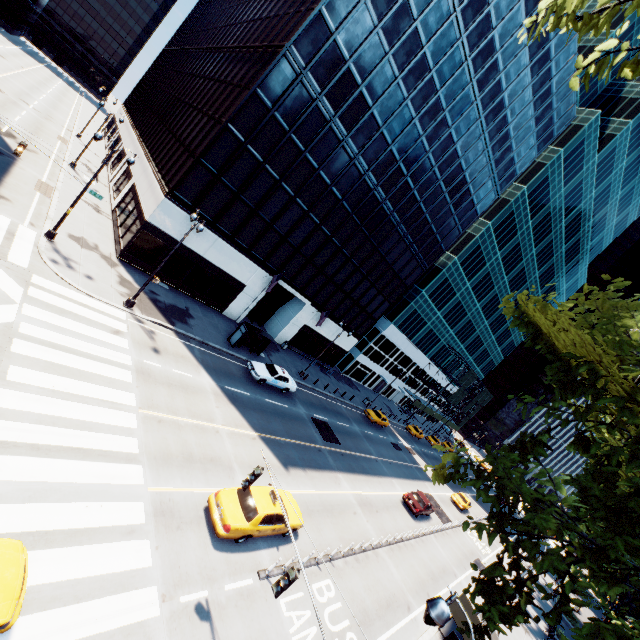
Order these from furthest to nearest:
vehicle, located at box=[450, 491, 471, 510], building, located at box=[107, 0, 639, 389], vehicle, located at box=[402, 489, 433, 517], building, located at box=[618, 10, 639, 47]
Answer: building, located at box=[618, 10, 639, 47]
vehicle, located at box=[450, 491, 471, 510]
vehicle, located at box=[402, 489, 433, 517]
building, located at box=[107, 0, 639, 389]

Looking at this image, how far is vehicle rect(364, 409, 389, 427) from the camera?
40.78m

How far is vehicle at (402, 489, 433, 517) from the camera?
27.5 meters

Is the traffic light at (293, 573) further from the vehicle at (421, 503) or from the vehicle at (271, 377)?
the vehicle at (421, 503)

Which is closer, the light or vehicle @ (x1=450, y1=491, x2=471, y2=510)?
the light

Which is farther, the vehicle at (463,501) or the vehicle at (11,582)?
the vehicle at (463,501)

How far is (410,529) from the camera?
25.5m

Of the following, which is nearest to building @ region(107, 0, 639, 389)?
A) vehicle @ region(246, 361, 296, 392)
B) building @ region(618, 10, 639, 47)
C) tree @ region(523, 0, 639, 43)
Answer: building @ region(618, 10, 639, 47)
